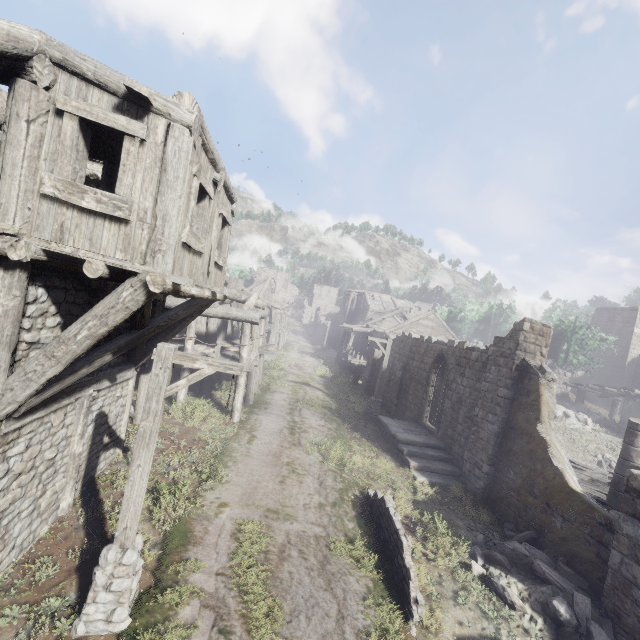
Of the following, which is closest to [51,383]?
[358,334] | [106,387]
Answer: [106,387]

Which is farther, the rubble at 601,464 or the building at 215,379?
the rubble at 601,464

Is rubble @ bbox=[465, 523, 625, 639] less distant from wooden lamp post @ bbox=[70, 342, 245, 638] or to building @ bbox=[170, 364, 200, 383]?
building @ bbox=[170, 364, 200, 383]

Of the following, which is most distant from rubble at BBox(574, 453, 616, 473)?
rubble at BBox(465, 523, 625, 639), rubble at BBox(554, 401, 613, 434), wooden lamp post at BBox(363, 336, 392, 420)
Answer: wooden lamp post at BBox(363, 336, 392, 420)

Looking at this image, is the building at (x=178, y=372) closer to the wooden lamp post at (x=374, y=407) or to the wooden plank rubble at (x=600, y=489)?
the wooden plank rubble at (x=600, y=489)

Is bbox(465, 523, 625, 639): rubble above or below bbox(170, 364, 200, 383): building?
below

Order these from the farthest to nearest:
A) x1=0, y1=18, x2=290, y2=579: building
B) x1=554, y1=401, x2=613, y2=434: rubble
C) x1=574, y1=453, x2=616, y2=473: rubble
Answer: x1=554, y1=401, x2=613, y2=434: rubble
x1=574, y1=453, x2=616, y2=473: rubble
x1=0, y1=18, x2=290, y2=579: building

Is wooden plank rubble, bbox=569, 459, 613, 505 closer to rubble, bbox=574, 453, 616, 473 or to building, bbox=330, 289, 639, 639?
building, bbox=330, 289, 639, 639
